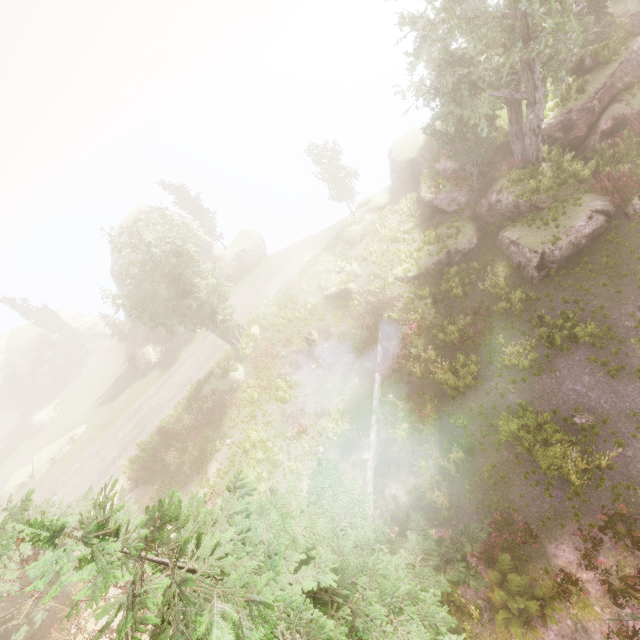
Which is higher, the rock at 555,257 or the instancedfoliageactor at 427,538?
the instancedfoliageactor at 427,538

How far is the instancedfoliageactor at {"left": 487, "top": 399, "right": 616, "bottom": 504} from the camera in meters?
11.8

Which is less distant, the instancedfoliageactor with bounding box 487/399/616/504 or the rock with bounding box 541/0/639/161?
the instancedfoliageactor with bounding box 487/399/616/504

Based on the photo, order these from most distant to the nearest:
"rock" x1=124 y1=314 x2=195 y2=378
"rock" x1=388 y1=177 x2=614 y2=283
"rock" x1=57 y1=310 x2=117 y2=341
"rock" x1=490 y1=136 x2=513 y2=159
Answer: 1. "rock" x1=57 y1=310 x2=117 y2=341
2. "rock" x1=124 y1=314 x2=195 y2=378
3. "rock" x1=490 y1=136 x2=513 y2=159
4. "rock" x1=388 y1=177 x2=614 y2=283

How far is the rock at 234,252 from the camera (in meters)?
42.16

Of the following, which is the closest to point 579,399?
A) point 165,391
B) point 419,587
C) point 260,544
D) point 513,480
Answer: point 513,480

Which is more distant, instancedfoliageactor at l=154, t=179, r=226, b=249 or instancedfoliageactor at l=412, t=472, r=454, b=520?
instancedfoliageactor at l=154, t=179, r=226, b=249
